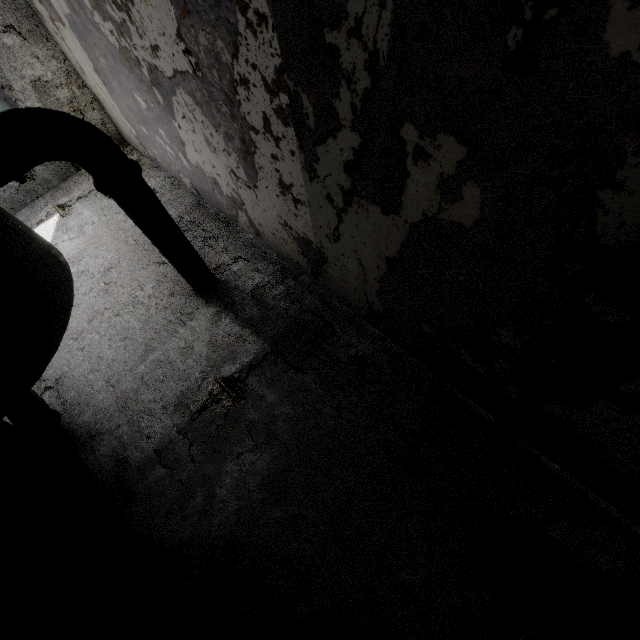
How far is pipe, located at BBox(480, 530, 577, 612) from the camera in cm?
322

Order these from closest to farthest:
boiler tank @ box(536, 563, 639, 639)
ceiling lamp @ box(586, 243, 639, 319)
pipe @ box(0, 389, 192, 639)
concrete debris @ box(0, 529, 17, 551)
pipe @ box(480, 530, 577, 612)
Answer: boiler tank @ box(536, 563, 639, 639) → ceiling lamp @ box(586, 243, 639, 319) → pipe @ box(480, 530, 577, 612) → pipe @ box(0, 389, 192, 639) → concrete debris @ box(0, 529, 17, 551)

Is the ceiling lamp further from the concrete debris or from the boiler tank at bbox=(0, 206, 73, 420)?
the concrete debris

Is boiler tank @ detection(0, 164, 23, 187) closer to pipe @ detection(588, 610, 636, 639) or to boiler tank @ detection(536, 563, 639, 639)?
boiler tank @ detection(536, 563, 639, 639)

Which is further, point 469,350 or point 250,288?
point 250,288

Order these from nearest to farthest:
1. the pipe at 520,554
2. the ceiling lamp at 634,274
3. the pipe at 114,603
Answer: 1. the ceiling lamp at 634,274
2. the pipe at 520,554
3. the pipe at 114,603

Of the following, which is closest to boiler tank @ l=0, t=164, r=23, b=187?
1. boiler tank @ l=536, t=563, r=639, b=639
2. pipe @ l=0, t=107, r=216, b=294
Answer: boiler tank @ l=536, t=563, r=639, b=639

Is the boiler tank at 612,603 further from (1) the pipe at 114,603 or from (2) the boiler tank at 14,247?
(1) the pipe at 114,603
